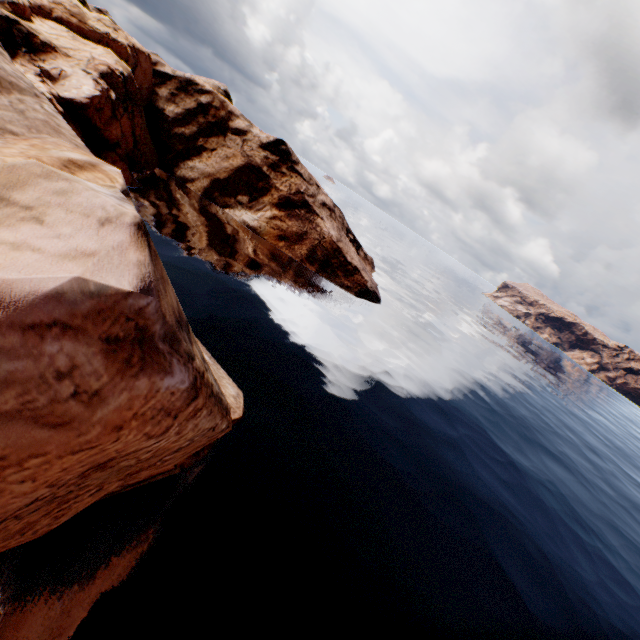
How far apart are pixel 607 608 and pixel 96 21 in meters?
55.1
